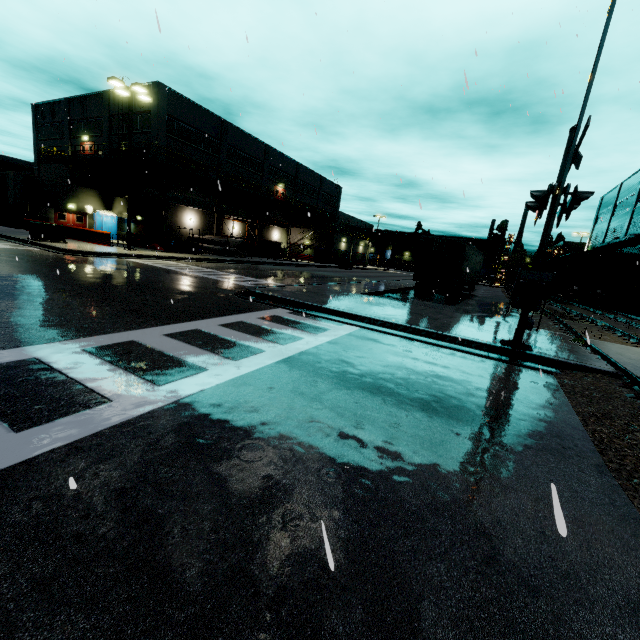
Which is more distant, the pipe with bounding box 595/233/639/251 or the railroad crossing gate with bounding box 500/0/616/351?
the pipe with bounding box 595/233/639/251

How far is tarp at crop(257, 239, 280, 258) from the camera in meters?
34.3 m

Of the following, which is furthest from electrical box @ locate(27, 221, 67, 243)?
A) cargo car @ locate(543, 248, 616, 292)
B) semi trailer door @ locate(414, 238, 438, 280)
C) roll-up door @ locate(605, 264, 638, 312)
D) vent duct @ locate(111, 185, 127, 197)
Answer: roll-up door @ locate(605, 264, 638, 312)

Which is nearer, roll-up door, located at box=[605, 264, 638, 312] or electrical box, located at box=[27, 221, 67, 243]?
electrical box, located at box=[27, 221, 67, 243]

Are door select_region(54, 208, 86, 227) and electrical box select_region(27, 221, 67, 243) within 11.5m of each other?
no

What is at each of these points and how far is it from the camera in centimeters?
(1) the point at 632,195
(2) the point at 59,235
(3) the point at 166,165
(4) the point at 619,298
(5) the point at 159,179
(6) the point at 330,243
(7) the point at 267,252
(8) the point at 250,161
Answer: (1) building, 3559cm
(2) electrical box, 2017cm
(3) balcony, 3022cm
(4) roll-up door, 3266cm
(5) building, 3161cm
(6) building, 4944cm
(7) tarp, 3544cm
(8) building, 4209cm

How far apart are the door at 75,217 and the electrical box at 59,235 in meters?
14.2

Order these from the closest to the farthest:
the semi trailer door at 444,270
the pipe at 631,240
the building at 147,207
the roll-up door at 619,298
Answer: the semi trailer door at 444,270, the pipe at 631,240, the roll-up door at 619,298, the building at 147,207
